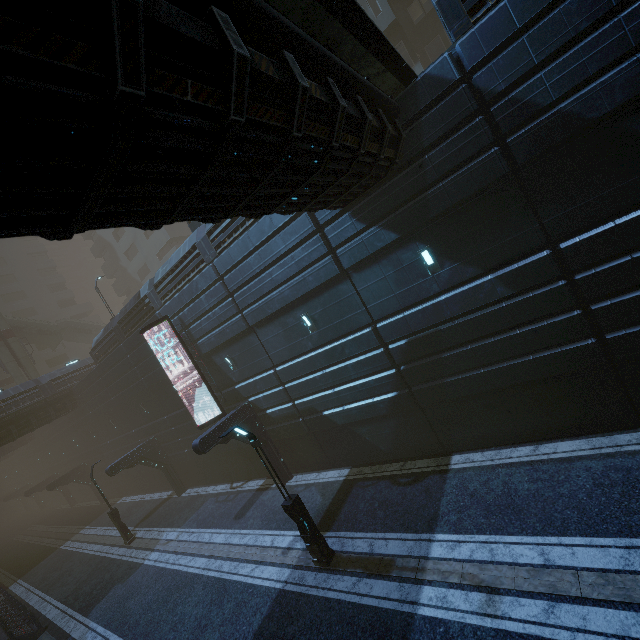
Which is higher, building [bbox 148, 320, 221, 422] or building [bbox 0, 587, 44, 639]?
building [bbox 148, 320, 221, 422]

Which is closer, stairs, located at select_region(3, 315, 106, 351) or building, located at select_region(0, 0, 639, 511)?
building, located at select_region(0, 0, 639, 511)

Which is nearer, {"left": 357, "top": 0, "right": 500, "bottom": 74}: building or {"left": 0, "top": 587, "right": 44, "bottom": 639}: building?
Answer: {"left": 357, "top": 0, "right": 500, "bottom": 74}: building

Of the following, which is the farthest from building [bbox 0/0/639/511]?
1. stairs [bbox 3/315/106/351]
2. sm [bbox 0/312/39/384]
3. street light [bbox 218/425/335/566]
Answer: street light [bbox 218/425/335/566]

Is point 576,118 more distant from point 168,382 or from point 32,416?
point 32,416

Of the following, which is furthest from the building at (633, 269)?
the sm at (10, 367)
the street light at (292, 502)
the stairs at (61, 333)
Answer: the street light at (292, 502)

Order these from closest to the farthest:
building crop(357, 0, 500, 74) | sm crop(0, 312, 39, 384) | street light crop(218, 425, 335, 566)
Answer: building crop(357, 0, 500, 74)
street light crop(218, 425, 335, 566)
sm crop(0, 312, 39, 384)

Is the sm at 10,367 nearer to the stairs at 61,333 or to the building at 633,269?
the stairs at 61,333
